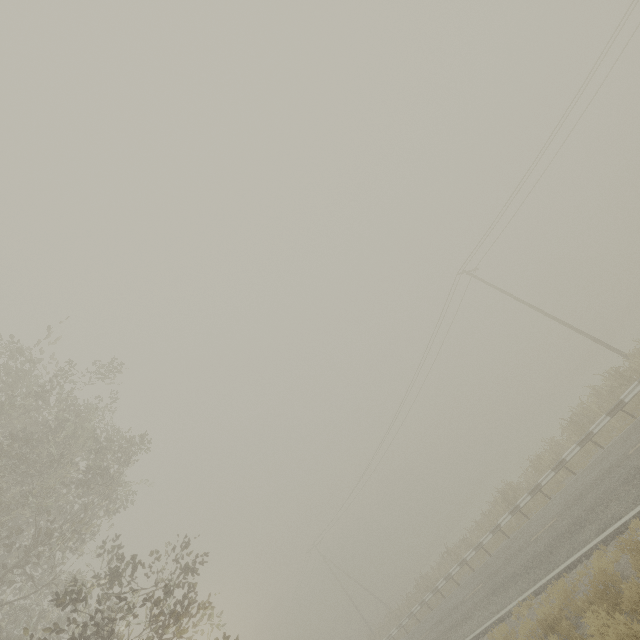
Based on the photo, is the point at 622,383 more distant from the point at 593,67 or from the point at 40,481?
the point at 40,481
